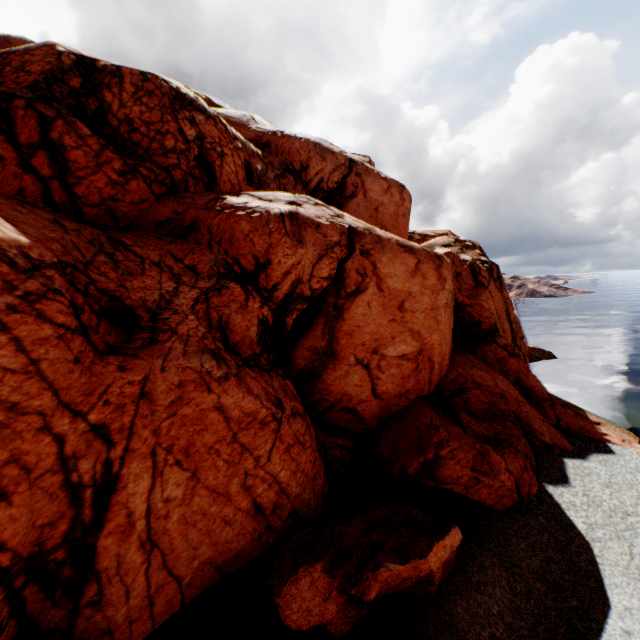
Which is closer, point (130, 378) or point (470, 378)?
point (130, 378)
